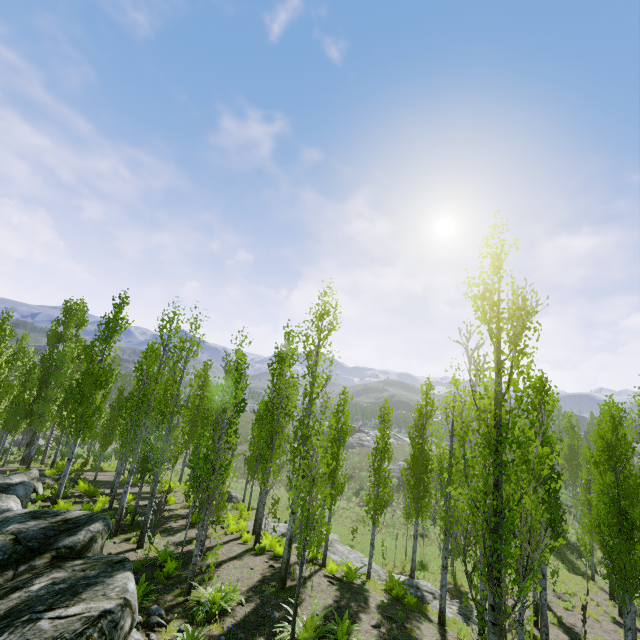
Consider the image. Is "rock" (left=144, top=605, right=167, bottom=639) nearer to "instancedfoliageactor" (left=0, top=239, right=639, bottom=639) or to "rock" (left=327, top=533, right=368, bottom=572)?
"instancedfoliageactor" (left=0, top=239, right=639, bottom=639)

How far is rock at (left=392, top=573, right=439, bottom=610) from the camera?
14.8 meters

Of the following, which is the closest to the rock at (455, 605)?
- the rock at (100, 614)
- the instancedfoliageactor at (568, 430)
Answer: the instancedfoliageactor at (568, 430)

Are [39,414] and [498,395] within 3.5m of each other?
no

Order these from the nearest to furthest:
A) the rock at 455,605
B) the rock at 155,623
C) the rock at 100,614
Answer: the rock at 100,614 → the rock at 155,623 → the rock at 455,605

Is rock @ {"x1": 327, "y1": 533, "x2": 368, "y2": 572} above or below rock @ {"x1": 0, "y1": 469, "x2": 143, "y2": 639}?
below
